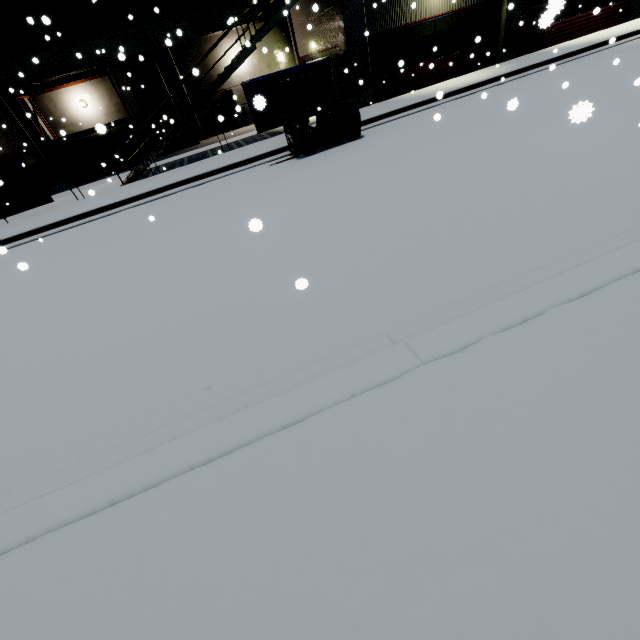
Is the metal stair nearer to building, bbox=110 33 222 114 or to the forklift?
building, bbox=110 33 222 114

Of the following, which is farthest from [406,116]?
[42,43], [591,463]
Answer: [42,43]

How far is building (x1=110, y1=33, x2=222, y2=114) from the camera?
17.7 meters

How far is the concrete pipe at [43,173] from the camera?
17.4m

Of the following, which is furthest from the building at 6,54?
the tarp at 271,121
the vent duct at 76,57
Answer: the tarp at 271,121

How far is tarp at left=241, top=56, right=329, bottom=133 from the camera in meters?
13.3

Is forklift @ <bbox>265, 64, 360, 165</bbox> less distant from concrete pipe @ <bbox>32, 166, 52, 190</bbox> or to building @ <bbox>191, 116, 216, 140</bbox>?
building @ <bbox>191, 116, 216, 140</bbox>
